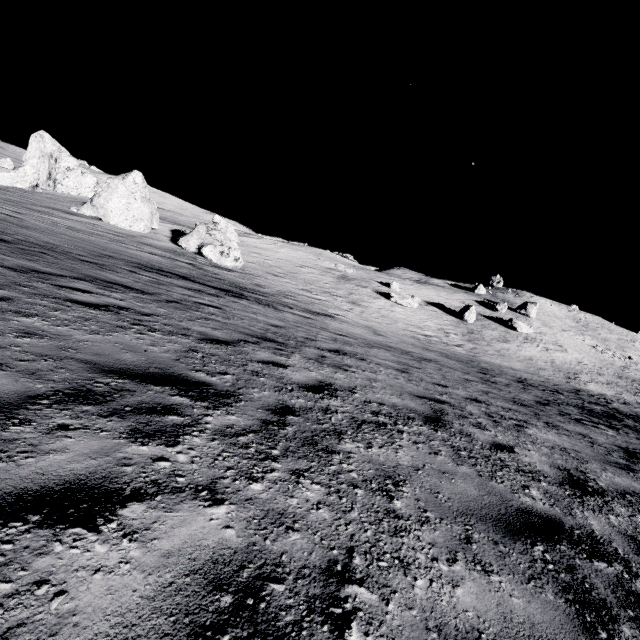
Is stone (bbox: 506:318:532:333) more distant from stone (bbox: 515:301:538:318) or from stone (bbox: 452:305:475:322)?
stone (bbox: 515:301:538:318)

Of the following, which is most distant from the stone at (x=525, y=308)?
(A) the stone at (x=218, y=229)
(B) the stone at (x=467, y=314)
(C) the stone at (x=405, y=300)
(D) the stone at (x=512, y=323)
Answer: (A) the stone at (x=218, y=229)

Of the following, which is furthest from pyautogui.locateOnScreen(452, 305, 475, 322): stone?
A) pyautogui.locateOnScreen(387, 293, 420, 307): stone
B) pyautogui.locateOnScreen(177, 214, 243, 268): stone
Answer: pyautogui.locateOnScreen(177, 214, 243, 268): stone

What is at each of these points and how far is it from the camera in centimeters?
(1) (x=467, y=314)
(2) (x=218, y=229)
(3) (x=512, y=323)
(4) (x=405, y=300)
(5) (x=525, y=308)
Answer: (1) stone, 3900cm
(2) stone, 2717cm
(3) stone, 4134cm
(4) stone, 3678cm
(5) stone, 5025cm

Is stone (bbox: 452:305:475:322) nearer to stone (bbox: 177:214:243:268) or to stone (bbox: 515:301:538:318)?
stone (bbox: 515:301:538:318)

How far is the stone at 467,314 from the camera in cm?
3891

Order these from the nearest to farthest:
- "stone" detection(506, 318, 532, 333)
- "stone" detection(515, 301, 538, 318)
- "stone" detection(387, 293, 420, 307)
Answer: "stone" detection(387, 293, 420, 307), "stone" detection(506, 318, 532, 333), "stone" detection(515, 301, 538, 318)

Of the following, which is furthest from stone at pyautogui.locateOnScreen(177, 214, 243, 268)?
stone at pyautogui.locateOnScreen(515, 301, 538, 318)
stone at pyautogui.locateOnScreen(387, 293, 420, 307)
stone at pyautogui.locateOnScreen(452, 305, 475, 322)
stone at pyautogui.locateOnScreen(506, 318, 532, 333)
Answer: stone at pyautogui.locateOnScreen(515, 301, 538, 318)
